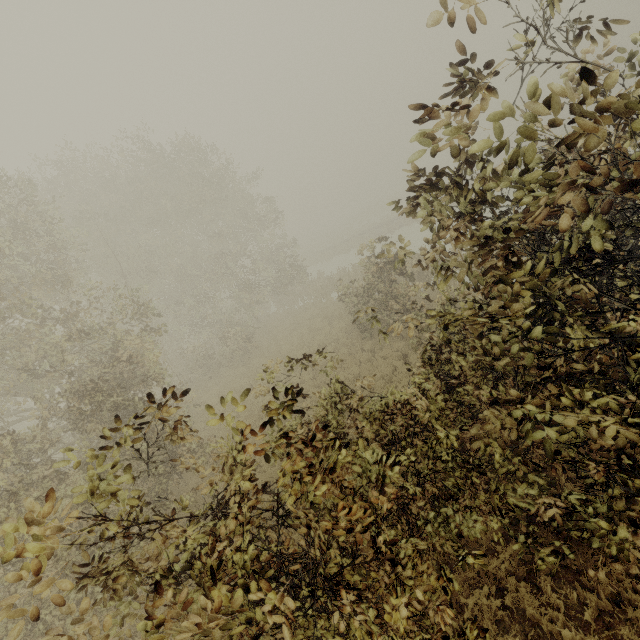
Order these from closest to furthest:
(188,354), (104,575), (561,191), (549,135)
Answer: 1. (561,191)
2. (104,575)
3. (188,354)
4. (549,135)

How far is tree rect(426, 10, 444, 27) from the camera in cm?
211

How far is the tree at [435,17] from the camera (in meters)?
2.11
